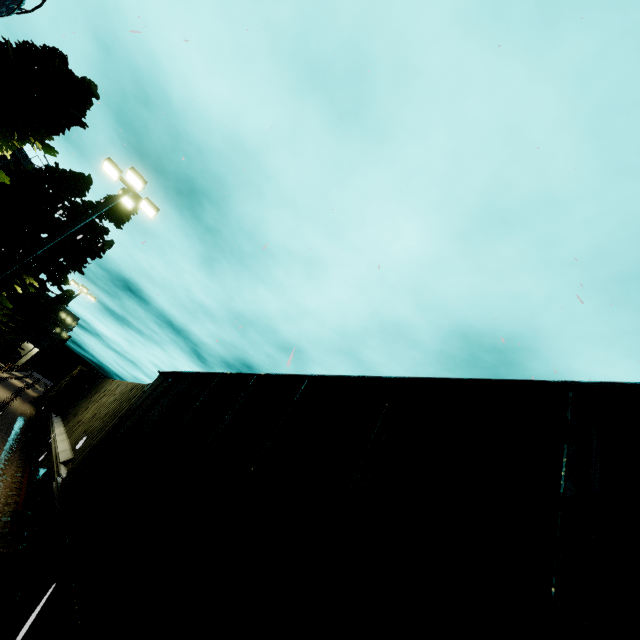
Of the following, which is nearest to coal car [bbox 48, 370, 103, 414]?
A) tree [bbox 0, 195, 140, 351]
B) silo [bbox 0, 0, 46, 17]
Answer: tree [bbox 0, 195, 140, 351]

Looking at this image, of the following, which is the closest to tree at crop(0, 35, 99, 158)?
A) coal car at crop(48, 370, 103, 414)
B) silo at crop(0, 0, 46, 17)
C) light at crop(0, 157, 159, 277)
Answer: silo at crop(0, 0, 46, 17)

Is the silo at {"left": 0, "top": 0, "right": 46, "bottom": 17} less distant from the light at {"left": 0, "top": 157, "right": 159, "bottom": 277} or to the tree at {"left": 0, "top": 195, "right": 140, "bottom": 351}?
the tree at {"left": 0, "top": 195, "right": 140, "bottom": 351}

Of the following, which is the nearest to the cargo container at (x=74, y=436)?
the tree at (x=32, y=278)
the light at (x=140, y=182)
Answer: the light at (x=140, y=182)

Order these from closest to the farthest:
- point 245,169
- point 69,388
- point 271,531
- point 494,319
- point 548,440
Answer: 1. point 548,440
2. point 271,531
3. point 245,169
4. point 494,319
5. point 69,388

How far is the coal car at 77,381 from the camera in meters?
18.3

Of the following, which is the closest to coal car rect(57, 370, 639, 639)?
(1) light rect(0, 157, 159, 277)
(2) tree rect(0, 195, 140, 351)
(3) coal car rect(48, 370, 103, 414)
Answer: (1) light rect(0, 157, 159, 277)

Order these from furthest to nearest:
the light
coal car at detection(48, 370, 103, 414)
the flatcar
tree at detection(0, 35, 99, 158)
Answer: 1. coal car at detection(48, 370, 103, 414)
2. the light
3. tree at detection(0, 35, 99, 158)
4. the flatcar
